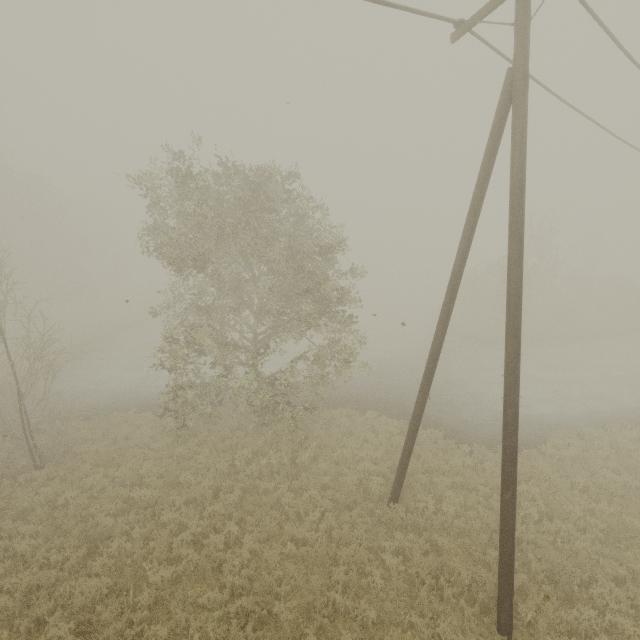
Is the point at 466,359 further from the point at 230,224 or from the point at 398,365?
the point at 230,224
